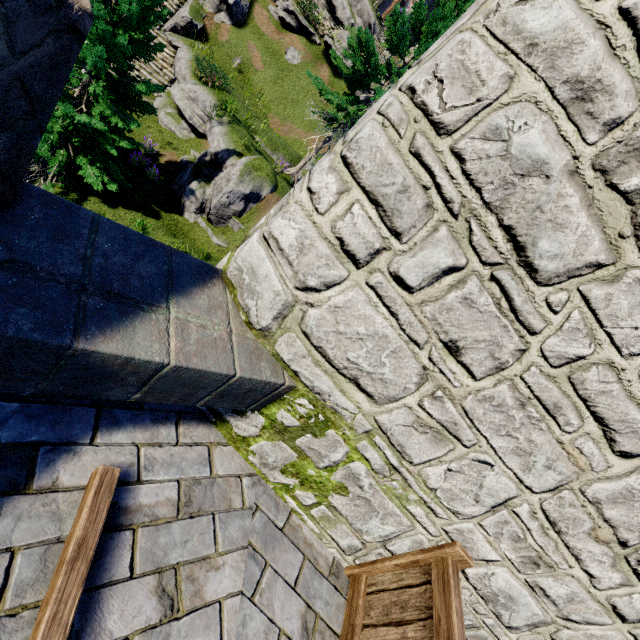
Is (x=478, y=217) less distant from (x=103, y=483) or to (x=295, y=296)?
(x=295, y=296)

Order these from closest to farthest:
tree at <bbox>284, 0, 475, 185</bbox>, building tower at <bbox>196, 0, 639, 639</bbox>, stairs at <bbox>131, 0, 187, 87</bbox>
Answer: building tower at <bbox>196, 0, 639, 639</bbox>, tree at <bbox>284, 0, 475, 185</bbox>, stairs at <bbox>131, 0, 187, 87</bbox>

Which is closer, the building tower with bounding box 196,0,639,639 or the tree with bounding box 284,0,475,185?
the building tower with bounding box 196,0,639,639

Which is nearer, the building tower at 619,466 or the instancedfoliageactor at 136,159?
the building tower at 619,466

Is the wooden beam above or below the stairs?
above

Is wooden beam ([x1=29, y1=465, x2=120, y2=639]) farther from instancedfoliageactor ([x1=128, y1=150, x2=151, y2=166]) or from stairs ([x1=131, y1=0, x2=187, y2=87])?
stairs ([x1=131, y1=0, x2=187, y2=87])

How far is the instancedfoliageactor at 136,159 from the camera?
12.26m

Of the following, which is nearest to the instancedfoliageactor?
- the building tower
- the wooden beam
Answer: the building tower
